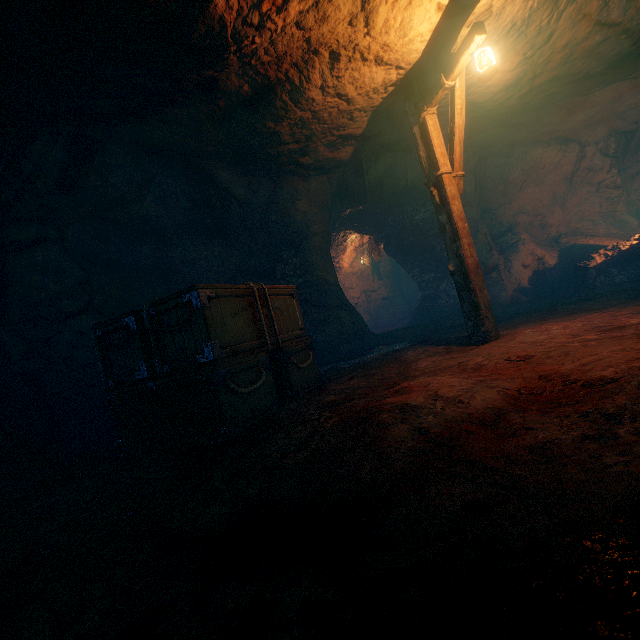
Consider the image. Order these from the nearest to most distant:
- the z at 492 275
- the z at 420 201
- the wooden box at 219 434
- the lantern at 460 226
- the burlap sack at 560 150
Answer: the burlap sack at 560 150, the wooden box at 219 434, the lantern at 460 226, the z at 420 201, the z at 492 275

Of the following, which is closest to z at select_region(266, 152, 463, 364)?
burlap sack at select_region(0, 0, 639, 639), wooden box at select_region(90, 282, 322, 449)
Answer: burlap sack at select_region(0, 0, 639, 639)

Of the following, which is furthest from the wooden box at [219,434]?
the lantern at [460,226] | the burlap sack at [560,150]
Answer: the lantern at [460,226]

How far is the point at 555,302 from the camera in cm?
905

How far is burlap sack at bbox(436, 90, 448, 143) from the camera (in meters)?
6.57

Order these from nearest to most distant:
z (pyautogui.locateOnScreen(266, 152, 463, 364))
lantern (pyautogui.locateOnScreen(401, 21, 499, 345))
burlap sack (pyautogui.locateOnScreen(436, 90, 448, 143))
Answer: lantern (pyautogui.locateOnScreen(401, 21, 499, 345)) → burlap sack (pyautogui.locateOnScreen(436, 90, 448, 143)) → z (pyautogui.locateOnScreen(266, 152, 463, 364))

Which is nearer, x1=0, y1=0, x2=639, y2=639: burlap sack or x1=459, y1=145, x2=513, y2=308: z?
x1=0, y1=0, x2=639, y2=639: burlap sack

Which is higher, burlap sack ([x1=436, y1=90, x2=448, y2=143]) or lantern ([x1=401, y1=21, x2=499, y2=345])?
burlap sack ([x1=436, y1=90, x2=448, y2=143])
